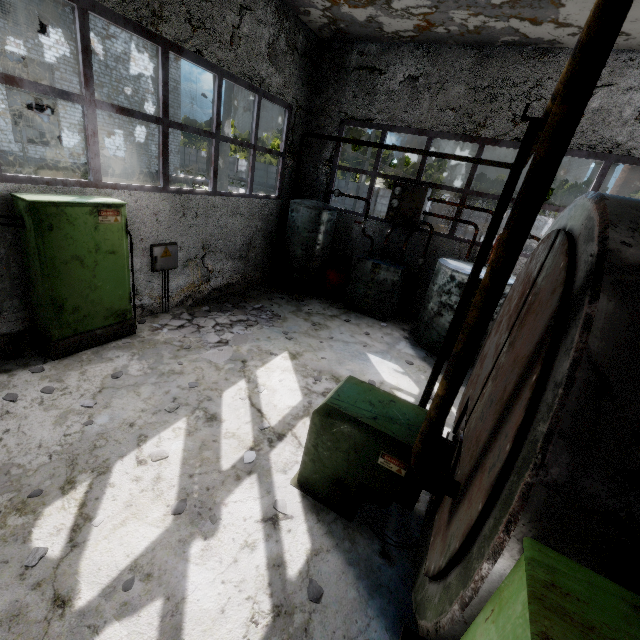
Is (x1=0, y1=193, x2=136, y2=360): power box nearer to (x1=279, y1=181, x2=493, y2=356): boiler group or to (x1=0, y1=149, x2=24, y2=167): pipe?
(x1=279, y1=181, x2=493, y2=356): boiler group

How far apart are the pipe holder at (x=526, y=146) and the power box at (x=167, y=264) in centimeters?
577cm

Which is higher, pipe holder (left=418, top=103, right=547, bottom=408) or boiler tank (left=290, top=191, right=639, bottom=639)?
pipe holder (left=418, top=103, right=547, bottom=408)

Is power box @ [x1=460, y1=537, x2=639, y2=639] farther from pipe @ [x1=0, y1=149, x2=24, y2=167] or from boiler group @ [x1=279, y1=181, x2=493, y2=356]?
pipe @ [x1=0, y1=149, x2=24, y2=167]

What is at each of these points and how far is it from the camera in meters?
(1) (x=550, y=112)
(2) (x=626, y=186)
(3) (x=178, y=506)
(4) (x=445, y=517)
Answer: (1) pipe, 3.1
(2) chimney, 53.2
(3) concrete debris, 3.4
(4) boiler tank, 2.4

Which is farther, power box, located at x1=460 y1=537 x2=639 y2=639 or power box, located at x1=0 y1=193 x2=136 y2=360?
power box, located at x1=0 y1=193 x2=136 y2=360

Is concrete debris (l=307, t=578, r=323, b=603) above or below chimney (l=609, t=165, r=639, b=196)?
below

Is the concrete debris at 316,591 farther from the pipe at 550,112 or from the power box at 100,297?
the pipe at 550,112
